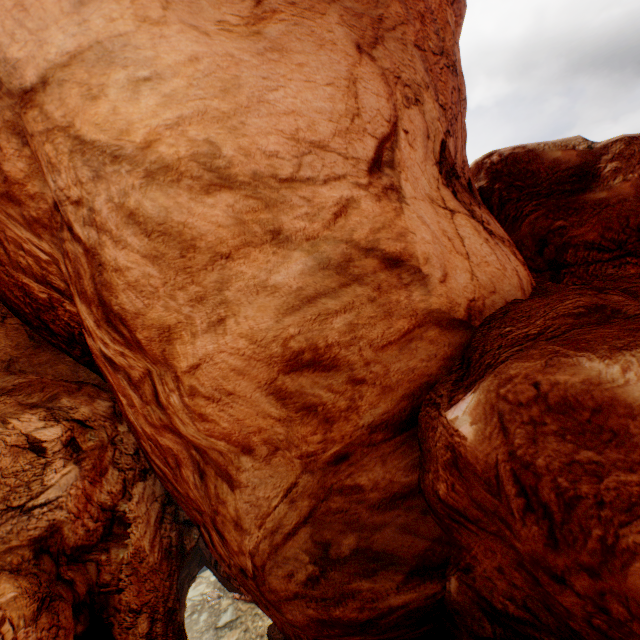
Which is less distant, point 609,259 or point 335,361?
point 335,361
